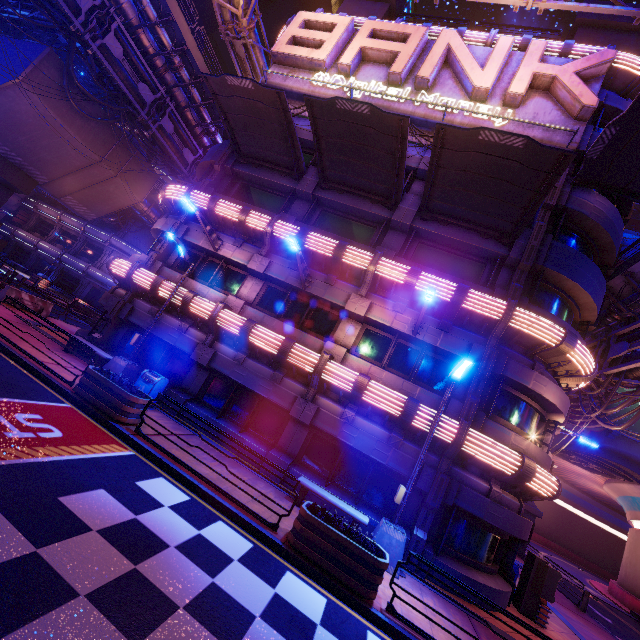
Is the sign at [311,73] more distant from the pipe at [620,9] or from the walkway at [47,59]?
the walkway at [47,59]

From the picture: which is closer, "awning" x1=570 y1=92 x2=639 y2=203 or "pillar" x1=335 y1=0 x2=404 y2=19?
"awning" x1=570 y1=92 x2=639 y2=203

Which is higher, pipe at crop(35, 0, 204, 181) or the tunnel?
pipe at crop(35, 0, 204, 181)

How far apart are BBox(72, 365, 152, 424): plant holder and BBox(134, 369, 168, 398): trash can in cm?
116

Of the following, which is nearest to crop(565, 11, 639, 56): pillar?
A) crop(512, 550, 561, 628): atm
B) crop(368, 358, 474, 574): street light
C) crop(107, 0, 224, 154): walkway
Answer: crop(368, 358, 474, 574): street light

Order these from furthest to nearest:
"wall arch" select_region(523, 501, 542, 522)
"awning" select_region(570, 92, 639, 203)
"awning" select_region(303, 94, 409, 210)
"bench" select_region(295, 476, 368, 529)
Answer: "wall arch" select_region(523, 501, 542, 522) < "awning" select_region(303, 94, 409, 210) < "awning" select_region(570, 92, 639, 203) < "bench" select_region(295, 476, 368, 529)

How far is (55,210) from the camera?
43.1 meters

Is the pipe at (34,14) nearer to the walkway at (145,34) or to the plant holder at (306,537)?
the walkway at (145,34)
